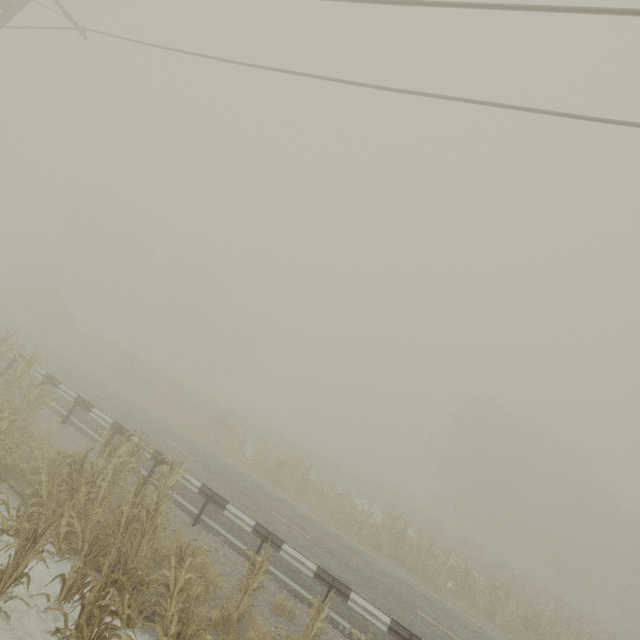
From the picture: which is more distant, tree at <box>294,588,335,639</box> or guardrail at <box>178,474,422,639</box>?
guardrail at <box>178,474,422,639</box>

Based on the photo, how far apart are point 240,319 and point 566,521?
54.6m

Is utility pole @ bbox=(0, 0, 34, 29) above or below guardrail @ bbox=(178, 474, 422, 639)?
above

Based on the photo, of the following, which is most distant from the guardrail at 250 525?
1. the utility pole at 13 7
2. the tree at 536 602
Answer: the utility pole at 13 7

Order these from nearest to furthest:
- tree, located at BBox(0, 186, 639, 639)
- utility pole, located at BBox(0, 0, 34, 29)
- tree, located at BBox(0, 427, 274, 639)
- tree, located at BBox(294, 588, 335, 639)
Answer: tree, located at BBox(0, 427, 274, 639), tree, located at BBox(294, 588, 335, 639), utility pole, located at BBox(0, 0, 34, 29), tree, located at BBox(0, 186, 639, 639)

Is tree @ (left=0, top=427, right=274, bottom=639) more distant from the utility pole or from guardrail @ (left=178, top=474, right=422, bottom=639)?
guardrail @ (left=178, top=474, right=422, bottom=639)

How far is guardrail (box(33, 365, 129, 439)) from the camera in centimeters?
1079cm

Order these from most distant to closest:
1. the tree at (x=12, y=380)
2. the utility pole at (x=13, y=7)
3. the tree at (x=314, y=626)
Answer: the utility pole at (x=13, y=7) → the tree at (x=12, y=380) → the tree at (x=314, y=626)
